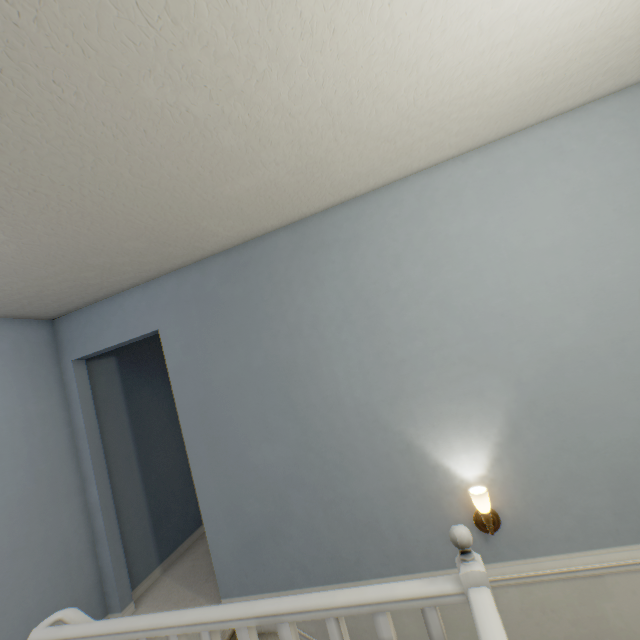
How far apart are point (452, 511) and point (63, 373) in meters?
3.2 m

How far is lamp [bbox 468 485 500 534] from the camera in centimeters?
181cm

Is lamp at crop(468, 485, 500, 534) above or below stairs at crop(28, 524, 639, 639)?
below

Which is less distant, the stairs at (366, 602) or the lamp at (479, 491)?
the stairs at (366, 602)

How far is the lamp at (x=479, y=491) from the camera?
1.8m

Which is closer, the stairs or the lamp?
the stairs
